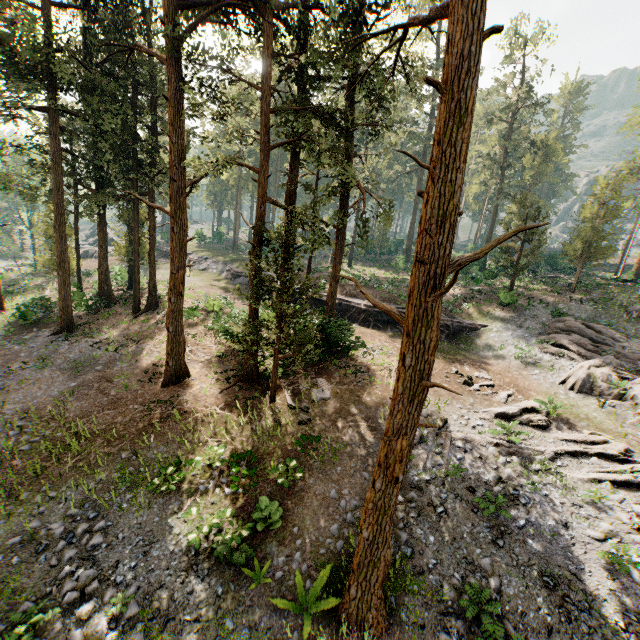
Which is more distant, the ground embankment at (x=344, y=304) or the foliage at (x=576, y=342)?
the ground embankment at (x=344, y=304)

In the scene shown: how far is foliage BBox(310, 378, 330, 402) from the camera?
16.65m

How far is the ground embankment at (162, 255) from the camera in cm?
4825

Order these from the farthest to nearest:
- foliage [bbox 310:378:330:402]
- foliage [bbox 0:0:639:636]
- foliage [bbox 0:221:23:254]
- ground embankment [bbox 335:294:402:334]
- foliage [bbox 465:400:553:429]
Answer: ground embankment [bbox 335:294:402:334] < foliage [bbox 0:221:23:254] < foliage [bbox 310:378:330:402] < foliage [bbox 465:400:553:429] < foliage [bbox 0:0:639:636]

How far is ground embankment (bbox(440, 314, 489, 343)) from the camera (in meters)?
26.55

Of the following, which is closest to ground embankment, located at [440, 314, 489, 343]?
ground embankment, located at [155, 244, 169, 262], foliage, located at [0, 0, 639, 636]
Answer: foliage, located at [0, 0, 639, 636]

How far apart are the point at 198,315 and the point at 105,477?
14.0m
